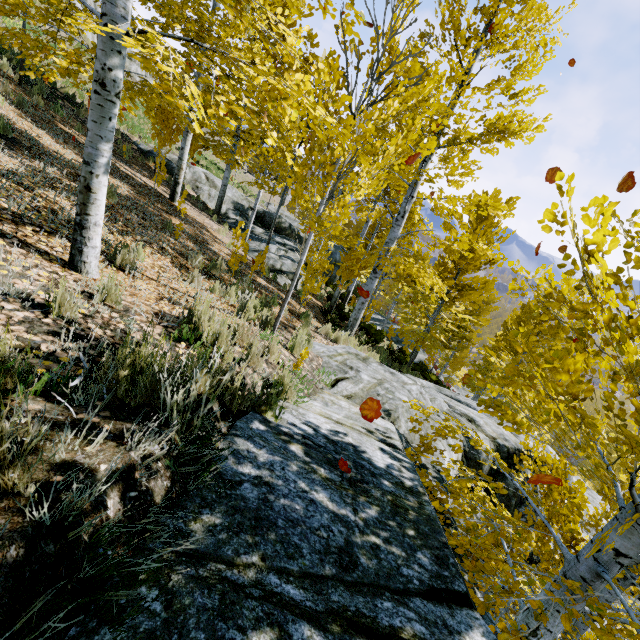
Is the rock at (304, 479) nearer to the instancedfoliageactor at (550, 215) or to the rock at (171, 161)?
the instancedfoliageactor at (550, 215)

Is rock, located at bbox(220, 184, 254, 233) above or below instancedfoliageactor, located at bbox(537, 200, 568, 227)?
below

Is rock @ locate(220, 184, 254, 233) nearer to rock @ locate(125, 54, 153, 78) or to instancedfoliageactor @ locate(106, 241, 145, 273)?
instancedfoliageactor @ locate(106, 241, 145, 273)

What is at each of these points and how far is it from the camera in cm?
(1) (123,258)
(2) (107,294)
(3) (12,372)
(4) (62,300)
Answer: (1) instancedfoliageactor, 398
(2) instancedfoliageactor, 284
(3) instancedfoliageactor, 105
(4) instancedfoliageactor, 236

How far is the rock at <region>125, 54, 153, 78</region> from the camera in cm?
4059

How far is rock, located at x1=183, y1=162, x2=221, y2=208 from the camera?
16.6 meters

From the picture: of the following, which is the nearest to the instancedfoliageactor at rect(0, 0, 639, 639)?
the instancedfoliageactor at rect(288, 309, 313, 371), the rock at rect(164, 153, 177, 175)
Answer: the rock at rect(164, 153, 177, 175)

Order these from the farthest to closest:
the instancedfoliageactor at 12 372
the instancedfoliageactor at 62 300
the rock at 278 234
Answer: the rock at 278 234
the instancedfoliageactor at 62 300
the instancedfoliageactor at 12 372
